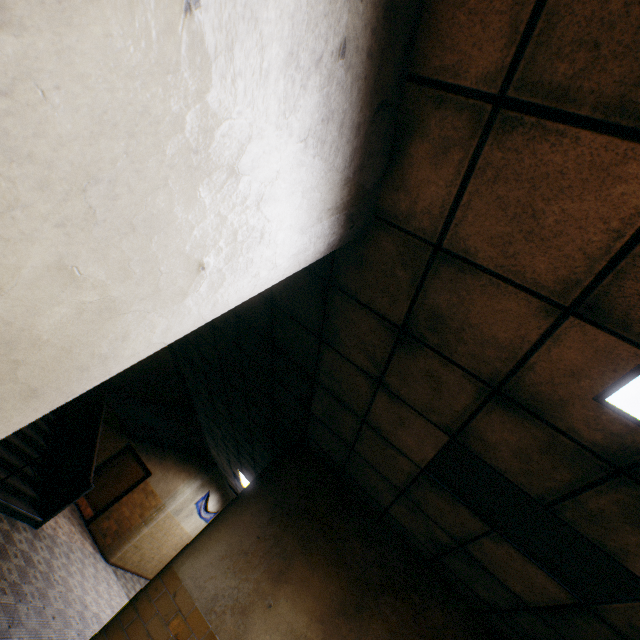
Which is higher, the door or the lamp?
the lamp

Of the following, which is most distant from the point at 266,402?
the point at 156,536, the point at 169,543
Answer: the point at 169,543

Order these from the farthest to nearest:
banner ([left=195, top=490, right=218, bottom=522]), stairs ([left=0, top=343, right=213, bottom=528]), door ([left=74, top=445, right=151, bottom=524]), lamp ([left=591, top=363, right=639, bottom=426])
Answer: banner ([left=195, top=490, right=218, bottom=522]) < door ([left=74, top=445, right=151, bottom=524]) < stairs ([left=0, top=343, right=213, bottom=528]) < lamp ([left=591, top=363, right=639, bottom=426])

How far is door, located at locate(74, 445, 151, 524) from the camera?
10.8 meters

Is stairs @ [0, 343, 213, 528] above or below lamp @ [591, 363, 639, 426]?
below

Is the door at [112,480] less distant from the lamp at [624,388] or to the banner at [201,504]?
the banner at [201,504]

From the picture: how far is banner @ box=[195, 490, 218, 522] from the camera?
12.6 meters

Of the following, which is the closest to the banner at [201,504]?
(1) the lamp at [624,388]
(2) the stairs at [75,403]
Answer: (2) the stairs at [75,403]
